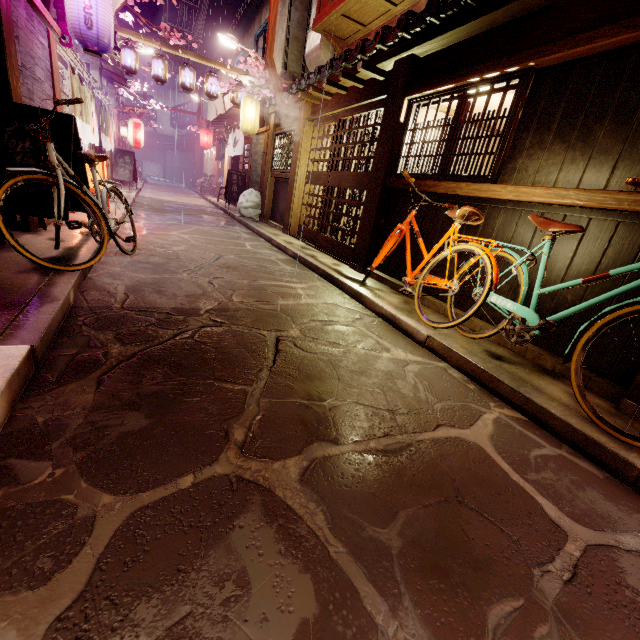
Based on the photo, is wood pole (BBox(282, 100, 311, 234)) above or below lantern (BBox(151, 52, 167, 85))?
below

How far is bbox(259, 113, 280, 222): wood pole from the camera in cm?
1789

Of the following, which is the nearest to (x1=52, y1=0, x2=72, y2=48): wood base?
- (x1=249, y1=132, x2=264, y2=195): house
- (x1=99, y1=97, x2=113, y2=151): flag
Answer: (x1=99, y1=97, x2=113, y2=151): flag

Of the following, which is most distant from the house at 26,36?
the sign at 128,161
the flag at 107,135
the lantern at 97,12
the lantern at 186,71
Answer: the sign at 128,161

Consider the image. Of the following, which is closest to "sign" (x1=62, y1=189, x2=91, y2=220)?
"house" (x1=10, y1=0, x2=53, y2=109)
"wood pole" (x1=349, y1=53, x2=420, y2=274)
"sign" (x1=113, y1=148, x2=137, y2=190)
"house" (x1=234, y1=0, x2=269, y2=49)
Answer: "house" (x1=10, y1=0, x2=53, y2=109)

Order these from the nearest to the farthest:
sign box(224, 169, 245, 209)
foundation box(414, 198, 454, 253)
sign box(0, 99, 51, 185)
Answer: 1. sign box(0, 99, 51, 185)
2. foundation box(414, 198, 454, 253)
3. sign box(224, 169, 245, 209)

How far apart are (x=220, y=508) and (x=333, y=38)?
18.44m

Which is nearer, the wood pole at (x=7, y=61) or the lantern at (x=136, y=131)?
the wood pole at (x=7, y=61)
